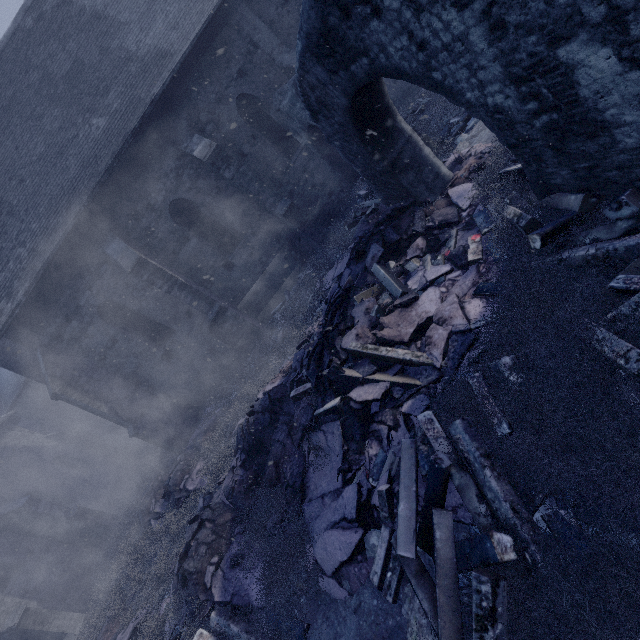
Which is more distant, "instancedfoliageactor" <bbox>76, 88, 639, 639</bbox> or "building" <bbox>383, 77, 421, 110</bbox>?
"building" <bbox>383, 77, 421, 110</bbox>

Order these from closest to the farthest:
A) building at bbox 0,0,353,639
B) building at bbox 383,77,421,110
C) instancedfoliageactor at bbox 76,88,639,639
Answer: instancedfoliageactor at bbox 76,88,639,639
building at bbox 0,0,353,639
building at bbox 383,77,421,110

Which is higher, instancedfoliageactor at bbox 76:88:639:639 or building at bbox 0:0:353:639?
building at bbox 0:0:353:639

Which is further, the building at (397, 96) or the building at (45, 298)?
the building at (397, 96)

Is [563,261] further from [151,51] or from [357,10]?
[151,51]

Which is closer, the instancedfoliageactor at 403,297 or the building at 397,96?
the instancedfoliageactor at 403,297
